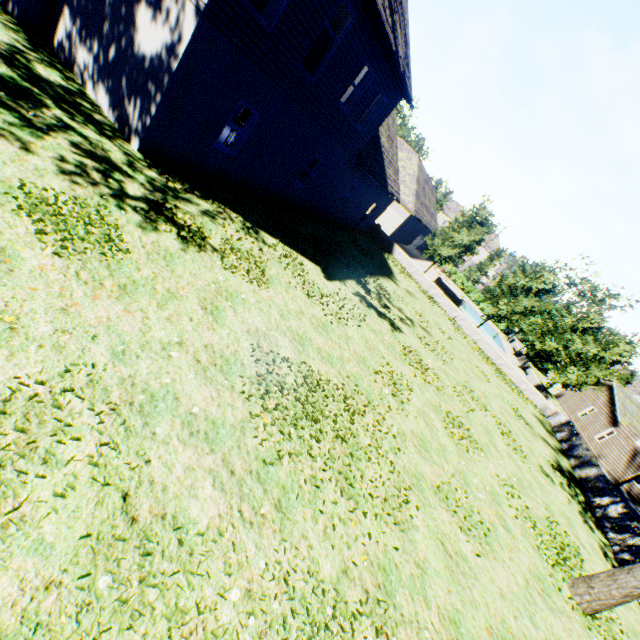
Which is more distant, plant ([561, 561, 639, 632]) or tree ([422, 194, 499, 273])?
tree ([422, 194, 499, 273])

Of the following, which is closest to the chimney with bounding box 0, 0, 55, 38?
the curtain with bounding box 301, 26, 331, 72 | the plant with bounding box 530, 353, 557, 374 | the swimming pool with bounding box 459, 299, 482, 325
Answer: the curtain with bounding box 301, 26, 331, 72

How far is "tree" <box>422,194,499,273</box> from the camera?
→ 25.4 meters

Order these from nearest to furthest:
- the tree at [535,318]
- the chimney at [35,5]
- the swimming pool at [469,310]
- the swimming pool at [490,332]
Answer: the chimney at [35,5], the tree at [535,318], the swimming pool at [490,332], the swimming pool at [469,310]

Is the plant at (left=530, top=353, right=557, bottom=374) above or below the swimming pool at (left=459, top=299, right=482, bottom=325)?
above

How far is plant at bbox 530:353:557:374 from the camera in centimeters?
4844cm

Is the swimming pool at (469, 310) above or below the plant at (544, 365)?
below

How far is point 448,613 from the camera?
5.0m
